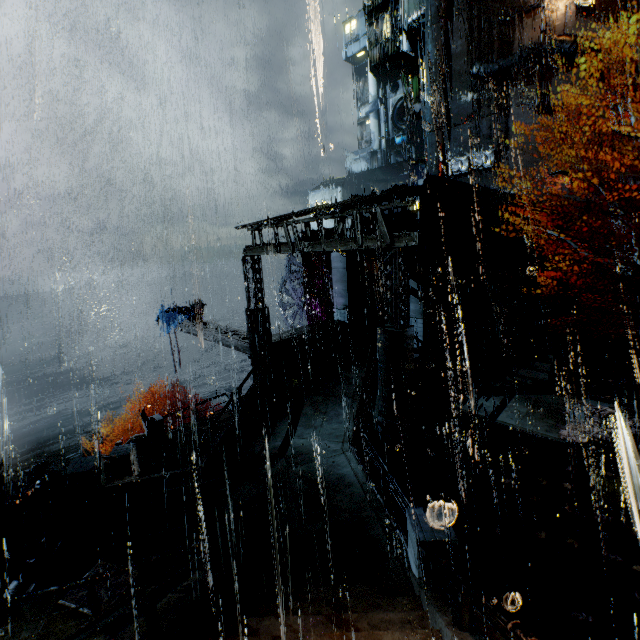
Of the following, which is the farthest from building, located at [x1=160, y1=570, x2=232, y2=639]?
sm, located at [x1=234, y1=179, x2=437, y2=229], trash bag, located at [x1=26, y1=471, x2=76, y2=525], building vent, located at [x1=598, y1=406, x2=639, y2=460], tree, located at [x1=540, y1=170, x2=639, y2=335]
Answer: building vent, located at [x1=598, y1=406, x2=639, y2=460]

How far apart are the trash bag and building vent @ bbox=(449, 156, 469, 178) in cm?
3737

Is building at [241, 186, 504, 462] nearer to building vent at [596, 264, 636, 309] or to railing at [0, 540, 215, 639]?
railing at [0, 540, 215, 639]

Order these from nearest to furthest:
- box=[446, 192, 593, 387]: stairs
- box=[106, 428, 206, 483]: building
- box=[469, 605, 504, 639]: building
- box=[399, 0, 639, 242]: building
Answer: box=[469, 605, 504, 639]: building, box=[106, 428, 206, 483]: building, box=[446, 192, 593, 387]: stairs, box=[399, 0, 639, 242]: building

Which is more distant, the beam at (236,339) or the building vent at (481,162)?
the building vent at (481,162)

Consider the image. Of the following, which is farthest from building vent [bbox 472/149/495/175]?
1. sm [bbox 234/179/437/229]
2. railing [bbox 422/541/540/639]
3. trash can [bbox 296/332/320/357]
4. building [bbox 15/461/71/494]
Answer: Answer: building [bbox 15/461/71/494]

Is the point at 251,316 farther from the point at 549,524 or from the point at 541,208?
the point at 541,208

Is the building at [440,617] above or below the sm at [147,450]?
above
